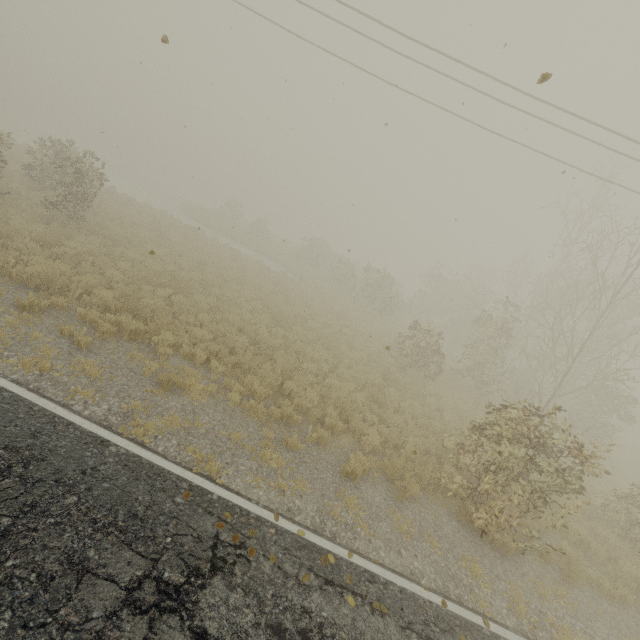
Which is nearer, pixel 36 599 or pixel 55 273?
pixel 36 599
